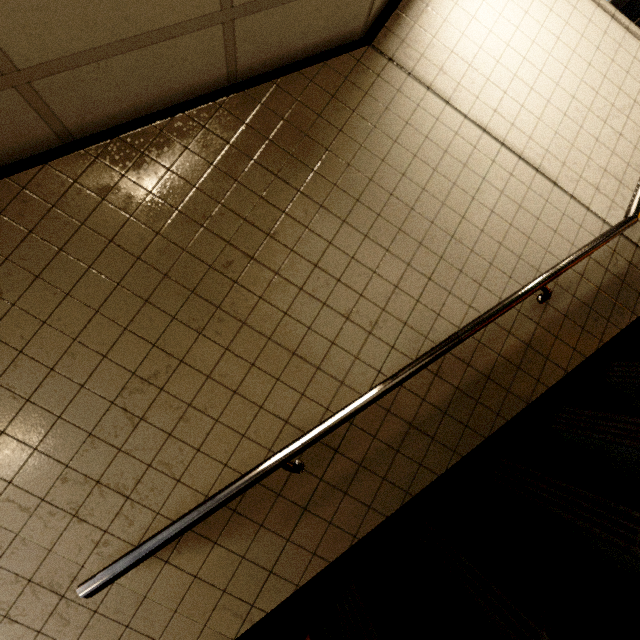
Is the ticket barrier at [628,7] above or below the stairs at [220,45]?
below

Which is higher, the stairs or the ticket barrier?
the stairs

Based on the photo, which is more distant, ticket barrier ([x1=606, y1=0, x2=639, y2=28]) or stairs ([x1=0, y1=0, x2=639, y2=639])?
ticket barrier ([x1=606, y1=0, x2=639, y2=28])

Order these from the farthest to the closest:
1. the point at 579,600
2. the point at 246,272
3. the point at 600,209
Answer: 1. the point at 600,209
2. the point at 246,272
3. the point at 579,600

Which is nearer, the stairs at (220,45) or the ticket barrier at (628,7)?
the stairs at (220,45)
